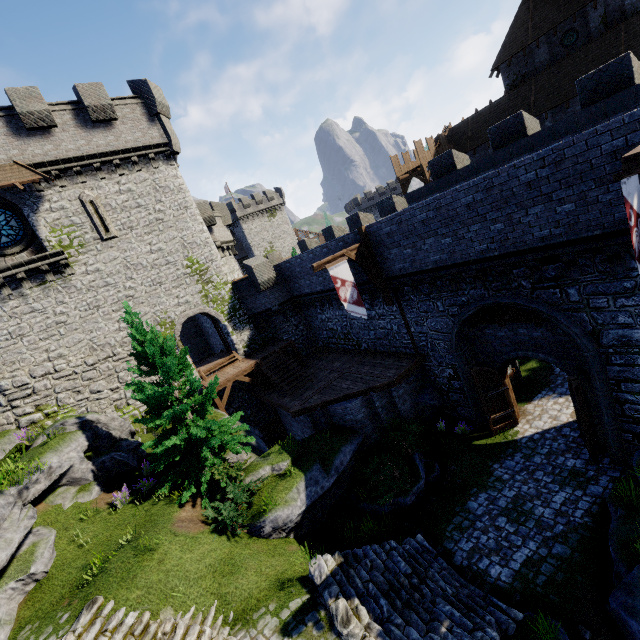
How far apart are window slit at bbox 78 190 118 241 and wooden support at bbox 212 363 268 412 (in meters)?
10.16

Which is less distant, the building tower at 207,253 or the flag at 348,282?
the flag at 348,282

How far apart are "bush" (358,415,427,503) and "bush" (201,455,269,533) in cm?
396

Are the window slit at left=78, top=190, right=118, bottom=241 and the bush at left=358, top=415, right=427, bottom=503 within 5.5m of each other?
no

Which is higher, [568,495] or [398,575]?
[398,575]

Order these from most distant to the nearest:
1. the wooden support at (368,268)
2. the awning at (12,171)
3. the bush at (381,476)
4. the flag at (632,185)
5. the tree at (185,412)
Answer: the awning at (12,171) → the wooden support at (368,268) → the bush at (381,476) → the tree at (185,412) → the flag at (632,185)

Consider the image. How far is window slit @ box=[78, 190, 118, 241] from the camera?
17.69m

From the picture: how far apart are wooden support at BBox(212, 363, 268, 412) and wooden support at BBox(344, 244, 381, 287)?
9.0 meters
